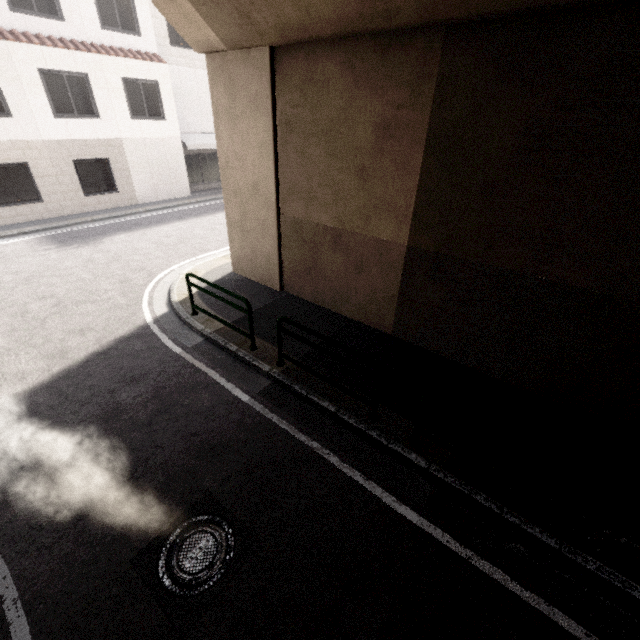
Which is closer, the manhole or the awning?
the manhole

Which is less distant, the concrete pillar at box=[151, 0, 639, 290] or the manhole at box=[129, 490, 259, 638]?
the manhole at box=[129, 490, 259, 638]

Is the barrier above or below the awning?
below

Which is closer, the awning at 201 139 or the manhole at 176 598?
the manhole at 176 598

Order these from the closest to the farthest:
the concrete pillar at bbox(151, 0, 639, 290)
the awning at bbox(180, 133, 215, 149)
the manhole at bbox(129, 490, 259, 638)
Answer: the manhole at bbox(129, 490, 259, 638)
the concrete pillar at bbox(151, 0, 639, 290)
the awning at bbox(180, 133, 215, 149)

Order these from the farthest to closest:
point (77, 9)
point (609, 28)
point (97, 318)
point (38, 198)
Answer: point (38, 198) → point (77, 9) → point (97, 318) → point (609, 28)

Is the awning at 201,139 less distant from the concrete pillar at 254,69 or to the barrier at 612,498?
the concrete pillar at 254,69

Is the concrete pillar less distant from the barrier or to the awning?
the barrier
